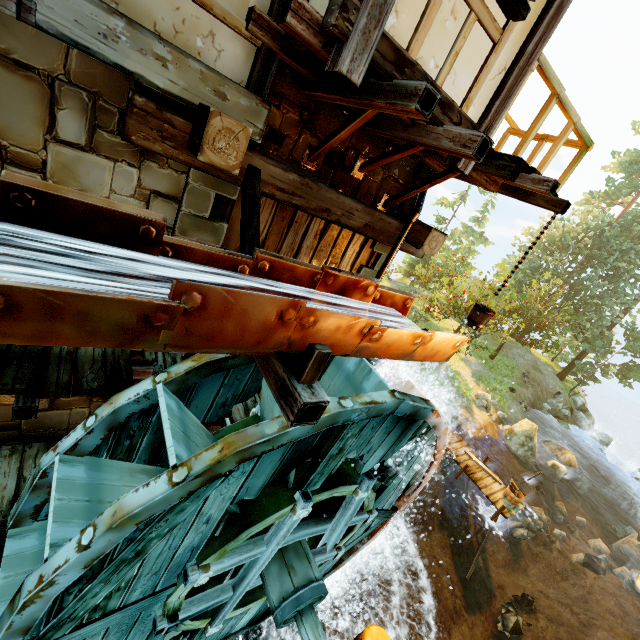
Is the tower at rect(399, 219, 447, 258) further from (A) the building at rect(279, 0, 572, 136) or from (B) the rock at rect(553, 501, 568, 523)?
(B) the rock at rect(553, 501, 568, 523)

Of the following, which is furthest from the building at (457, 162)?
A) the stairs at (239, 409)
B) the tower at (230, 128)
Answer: the stairs at (239, 409)

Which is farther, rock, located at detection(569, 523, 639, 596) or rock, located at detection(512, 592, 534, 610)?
rock, located at detection(569, 523, 639, 596)

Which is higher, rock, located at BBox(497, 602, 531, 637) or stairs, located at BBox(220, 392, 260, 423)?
stairs, located at BBox(220, 392, 260, 423)

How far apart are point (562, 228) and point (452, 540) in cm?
2764

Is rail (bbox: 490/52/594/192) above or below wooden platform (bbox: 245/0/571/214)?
above

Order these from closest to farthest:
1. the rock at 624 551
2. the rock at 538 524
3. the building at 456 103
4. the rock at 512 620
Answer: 1. the building at 456 103
2. the rock at 512 620
3. the rock at 624 551
4. the rock at 538 524

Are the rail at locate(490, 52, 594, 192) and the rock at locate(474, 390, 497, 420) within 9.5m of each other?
no
